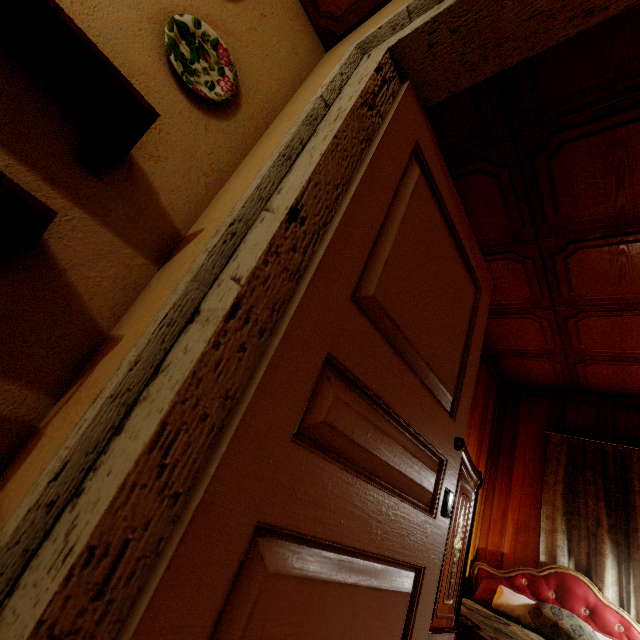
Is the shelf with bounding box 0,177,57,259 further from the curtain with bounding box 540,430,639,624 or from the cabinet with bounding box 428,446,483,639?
the curtain with bounding box 540,430,639,624

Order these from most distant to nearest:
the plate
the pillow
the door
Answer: the pillow, the plate, the door

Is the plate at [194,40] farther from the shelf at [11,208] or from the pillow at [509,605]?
the pillow at [509,605]

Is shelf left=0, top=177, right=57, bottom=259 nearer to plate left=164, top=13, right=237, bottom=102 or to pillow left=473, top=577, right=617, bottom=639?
plate left=164, top=13, right=237, bottom=102

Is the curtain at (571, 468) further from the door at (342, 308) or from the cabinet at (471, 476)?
the door at (342, 308)

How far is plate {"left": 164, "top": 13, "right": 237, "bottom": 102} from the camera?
1.2m

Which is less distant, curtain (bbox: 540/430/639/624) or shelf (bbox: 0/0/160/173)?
shelf (bbox: 0/0/160/173)

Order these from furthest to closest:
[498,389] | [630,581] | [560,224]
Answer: [498,389], [630,581], [560,224]
